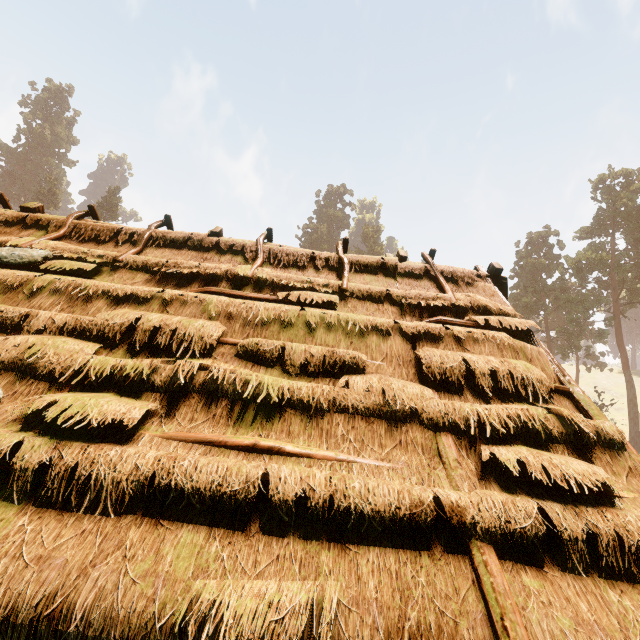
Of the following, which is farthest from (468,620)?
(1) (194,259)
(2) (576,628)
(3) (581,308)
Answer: (3) (581,308)

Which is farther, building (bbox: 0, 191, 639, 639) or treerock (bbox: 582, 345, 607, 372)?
treerock (bbox: 582, 345, 607, 372)

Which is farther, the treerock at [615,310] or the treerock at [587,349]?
the treerock at [587,349]

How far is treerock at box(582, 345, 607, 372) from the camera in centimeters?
4176cm

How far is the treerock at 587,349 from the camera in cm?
4176
